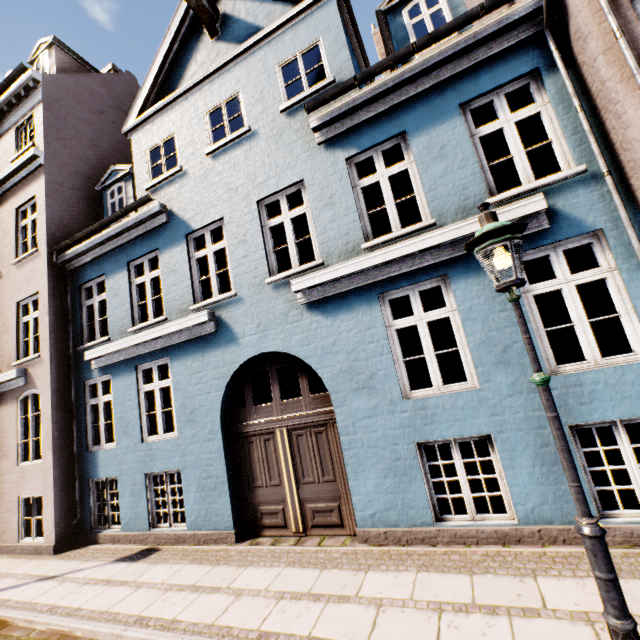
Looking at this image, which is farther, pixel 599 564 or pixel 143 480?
pixel 143 480

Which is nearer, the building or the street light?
the street light

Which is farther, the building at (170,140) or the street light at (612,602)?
the building at (170,140)
